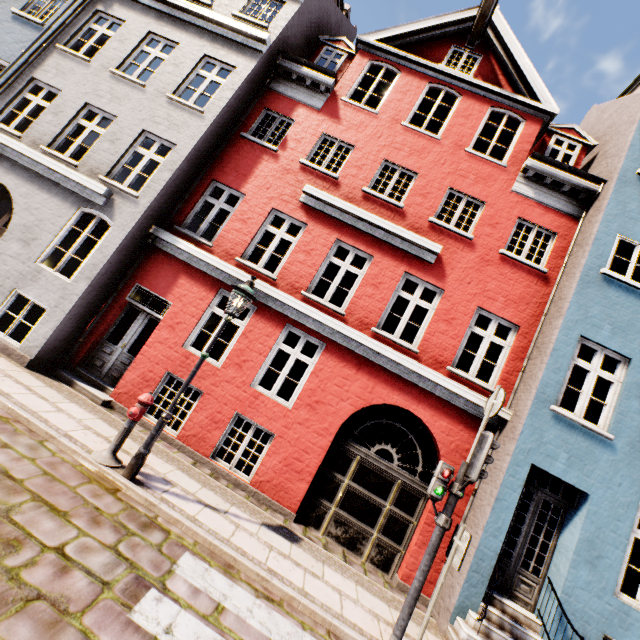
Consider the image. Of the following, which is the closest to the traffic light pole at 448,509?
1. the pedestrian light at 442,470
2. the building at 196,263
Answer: the pedestrian light at 442,470

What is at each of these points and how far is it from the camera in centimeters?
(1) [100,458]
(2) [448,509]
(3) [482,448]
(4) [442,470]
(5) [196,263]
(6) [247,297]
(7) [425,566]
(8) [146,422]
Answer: (1) hydrant, 512cm
(2) traffic light pole, 486cm
(3) traffic light, 478cm
(4) pedestrian light, 493cm
(5) building, 841cm
(6) street light, 571cm
(7) traffic light pole, 468cm
(8) building, 748cm

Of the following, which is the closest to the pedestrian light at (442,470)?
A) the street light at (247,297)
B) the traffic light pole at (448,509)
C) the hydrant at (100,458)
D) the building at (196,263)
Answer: the traffic light pole at (448,509)

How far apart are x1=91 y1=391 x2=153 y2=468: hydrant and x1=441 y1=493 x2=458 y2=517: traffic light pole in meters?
5.0

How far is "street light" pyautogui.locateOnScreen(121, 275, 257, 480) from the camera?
5.1m

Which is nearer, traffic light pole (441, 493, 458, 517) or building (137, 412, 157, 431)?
traffic light pole (441, 493, 458, 517)

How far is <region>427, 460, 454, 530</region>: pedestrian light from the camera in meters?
4.8 m

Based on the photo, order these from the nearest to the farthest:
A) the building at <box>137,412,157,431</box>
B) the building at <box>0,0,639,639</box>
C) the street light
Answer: the street light, the building at <box>0,0,639,639</box>, the building at <box>137,412,157,431</box>
